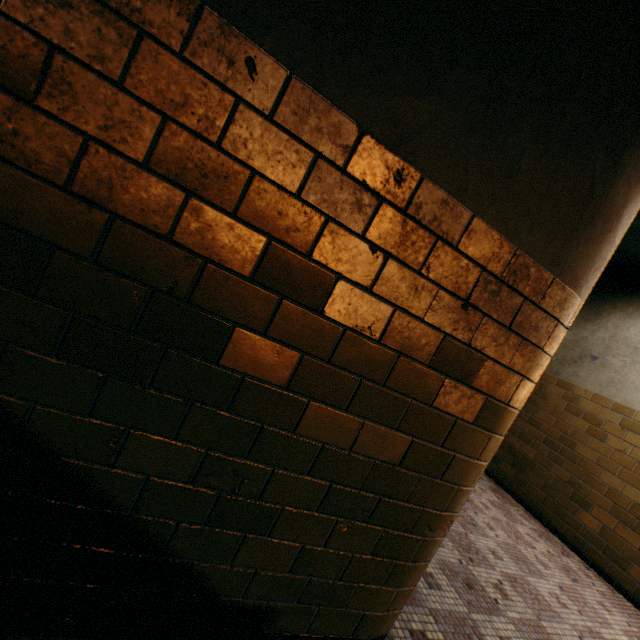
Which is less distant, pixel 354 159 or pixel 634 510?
→ pixel 354 159
